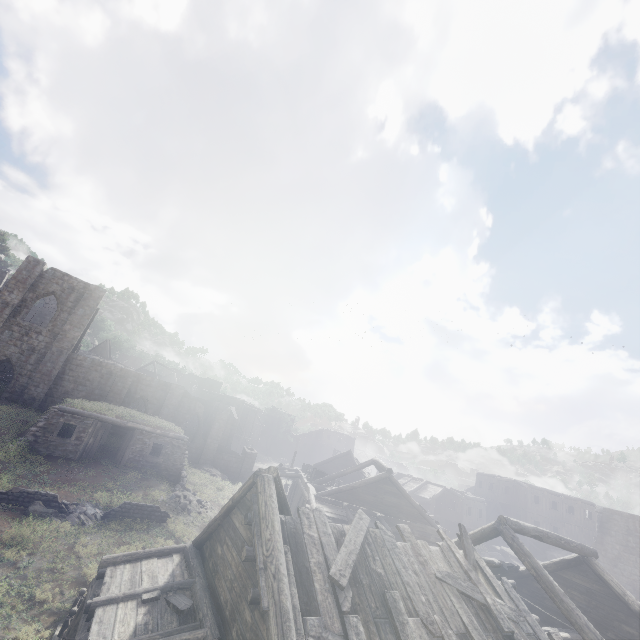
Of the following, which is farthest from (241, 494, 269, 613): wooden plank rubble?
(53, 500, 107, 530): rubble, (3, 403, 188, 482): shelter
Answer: (3, 403, 188, 482): shelter

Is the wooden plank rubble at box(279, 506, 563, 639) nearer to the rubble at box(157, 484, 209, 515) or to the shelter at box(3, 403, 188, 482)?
the rubble at box(157, 484, 209, 515)

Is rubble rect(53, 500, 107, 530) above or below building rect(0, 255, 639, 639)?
below

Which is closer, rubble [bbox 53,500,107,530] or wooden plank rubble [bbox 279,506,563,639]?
wooden plank rubble [bbox 279,506,563,639]

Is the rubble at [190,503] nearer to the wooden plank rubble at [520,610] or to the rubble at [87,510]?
the rubble at [87,510]

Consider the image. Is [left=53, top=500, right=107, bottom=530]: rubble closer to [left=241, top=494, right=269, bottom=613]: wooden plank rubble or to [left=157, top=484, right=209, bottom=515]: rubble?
[left=157, top=484, right=209, bottom=515]: rubble

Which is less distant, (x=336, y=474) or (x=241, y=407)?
(x=336, y=474)

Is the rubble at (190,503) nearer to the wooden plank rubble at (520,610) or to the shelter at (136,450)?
the shelter at (136,450)
